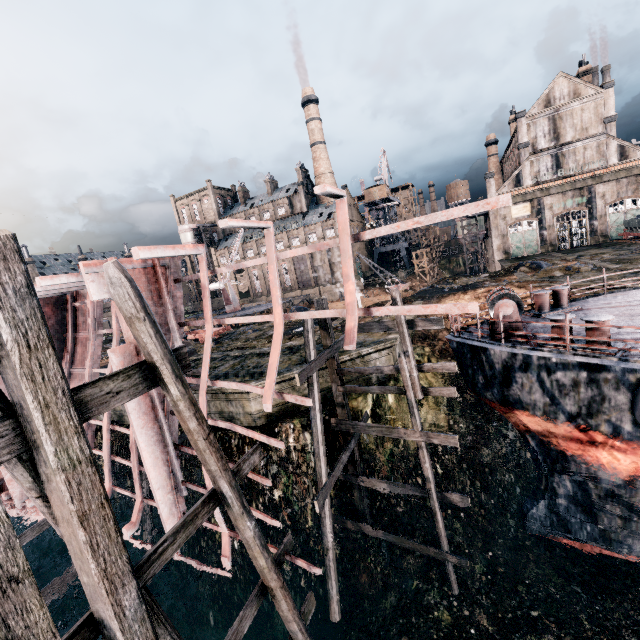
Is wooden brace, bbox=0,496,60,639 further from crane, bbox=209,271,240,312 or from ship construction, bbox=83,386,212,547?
crane, bbox=209,271,240,312

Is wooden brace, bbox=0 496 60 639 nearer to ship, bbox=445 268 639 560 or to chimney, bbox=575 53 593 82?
ship, bbox=445 268 639 560

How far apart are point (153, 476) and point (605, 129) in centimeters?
6208cm

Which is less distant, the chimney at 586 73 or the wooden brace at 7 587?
the wooden brace at 7 587

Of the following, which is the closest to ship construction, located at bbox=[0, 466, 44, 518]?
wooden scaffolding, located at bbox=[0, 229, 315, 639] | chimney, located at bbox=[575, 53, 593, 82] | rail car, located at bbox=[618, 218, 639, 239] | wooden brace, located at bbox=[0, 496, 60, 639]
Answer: wooden scaffolding, located at bbox=[0, 229, 315, 639]

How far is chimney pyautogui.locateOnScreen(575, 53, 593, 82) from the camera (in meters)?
44.25

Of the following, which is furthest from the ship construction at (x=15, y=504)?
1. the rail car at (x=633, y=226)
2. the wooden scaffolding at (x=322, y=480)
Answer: the rail car at (x=633, y=226)

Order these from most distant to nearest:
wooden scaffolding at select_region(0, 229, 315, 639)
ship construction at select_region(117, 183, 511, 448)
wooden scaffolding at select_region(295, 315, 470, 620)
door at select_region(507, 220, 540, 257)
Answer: door at select_region(507, 220, 540, 257), wooden scaffolding at select_region(295, 315, 470, 620), ship construction at select_region(117, 183, 511, 448), wooden scaffolding at select_region(0, 229, 315, 639)
